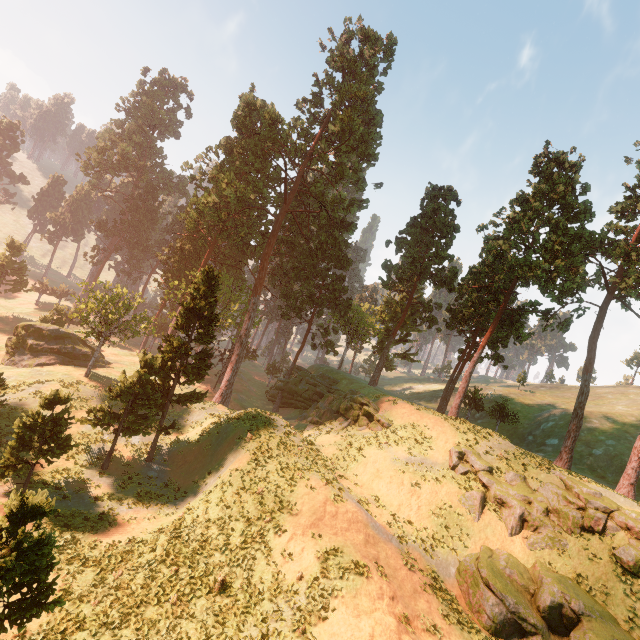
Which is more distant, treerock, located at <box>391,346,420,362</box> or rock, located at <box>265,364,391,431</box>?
treerock, located at <box>391,346,420,362</box>

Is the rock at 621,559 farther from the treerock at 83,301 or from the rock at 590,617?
the treerock at 83,301

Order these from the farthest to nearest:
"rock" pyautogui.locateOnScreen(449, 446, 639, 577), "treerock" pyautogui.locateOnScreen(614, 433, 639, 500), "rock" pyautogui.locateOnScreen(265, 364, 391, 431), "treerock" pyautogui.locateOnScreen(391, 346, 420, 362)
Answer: "treerock" pyautogui.locateOnScreen(391, 346, 420, 362)
"rock" pyautogui.locateOnScreen(265, 364, 391, 431)
"treerock" pyautogui.locateOnScreen(614, 433, 639, 500)
"rock" pyautogui.locateOnScreen(449, 446, 639, 577)

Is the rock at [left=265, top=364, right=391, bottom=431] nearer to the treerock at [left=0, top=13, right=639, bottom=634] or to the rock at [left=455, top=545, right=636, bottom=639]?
the treerock at [left=0, top=13, right=639, bottom=634]

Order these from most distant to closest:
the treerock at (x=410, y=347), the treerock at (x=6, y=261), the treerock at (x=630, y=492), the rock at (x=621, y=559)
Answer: the treerock at (x=410, y=347) < the treerock at (x=6, y=261) < the treerock at (x=630, y=492) < the rock at (x=621, y=559)

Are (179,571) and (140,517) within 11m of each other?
yes
